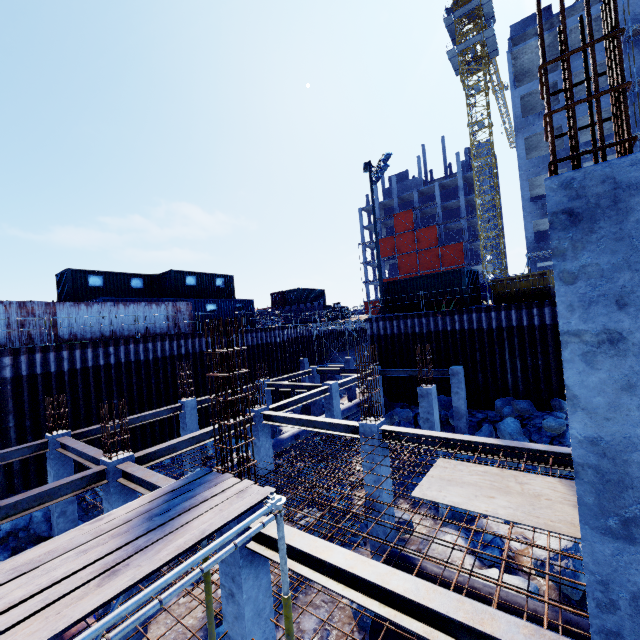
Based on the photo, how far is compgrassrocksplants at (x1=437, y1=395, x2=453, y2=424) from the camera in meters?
18.0

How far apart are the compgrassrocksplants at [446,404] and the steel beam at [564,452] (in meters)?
10.22

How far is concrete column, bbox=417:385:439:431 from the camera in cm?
1321

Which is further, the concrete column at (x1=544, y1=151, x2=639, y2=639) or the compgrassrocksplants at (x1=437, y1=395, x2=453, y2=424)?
the compgrassrocksplants at (x1=437, y1=395, x2=453, y2=424)

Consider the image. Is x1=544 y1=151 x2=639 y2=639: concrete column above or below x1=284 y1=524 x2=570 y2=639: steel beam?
above

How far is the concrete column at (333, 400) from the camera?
16.2m

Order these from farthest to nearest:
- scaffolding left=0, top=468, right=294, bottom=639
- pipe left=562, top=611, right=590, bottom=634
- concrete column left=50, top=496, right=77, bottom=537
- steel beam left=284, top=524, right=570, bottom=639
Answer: concrete column left=50, top=496, right=77, bottom=537
pipe left=562, top=611, right=590, bottom=634
steel beam left=284, top=524, right=570, bottom=639
scaffolding left=0, top=468, right=294, bottom=639

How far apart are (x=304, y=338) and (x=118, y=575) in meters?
33.7
